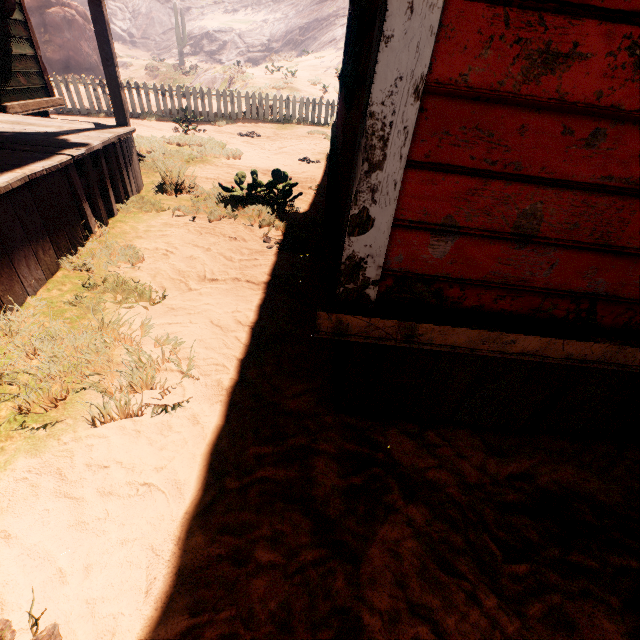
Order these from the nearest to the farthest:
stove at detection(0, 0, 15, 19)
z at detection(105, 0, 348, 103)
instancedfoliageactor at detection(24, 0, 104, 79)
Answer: stove at detection(0, 0, 15, 19), z at detection(105, 0, 348, 103), instancedfoliageactor at detection(24, 0, 104, 79)

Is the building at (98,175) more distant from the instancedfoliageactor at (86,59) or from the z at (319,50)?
the instancedfoliageactor at (86,59)

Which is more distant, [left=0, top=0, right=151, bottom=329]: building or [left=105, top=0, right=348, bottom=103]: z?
[left=105, top=0, right=348, bottom=103]: z

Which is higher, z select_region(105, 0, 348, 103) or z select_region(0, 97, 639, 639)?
z select_region(105, 0, 348, 103)

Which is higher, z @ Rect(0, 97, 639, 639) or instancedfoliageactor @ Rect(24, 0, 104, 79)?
instancedfoliageactor @ Rect(24, 0, 104, 79)

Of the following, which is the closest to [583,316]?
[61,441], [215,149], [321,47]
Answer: [61,441]

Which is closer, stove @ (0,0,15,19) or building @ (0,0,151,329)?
building @ (0,0,151,329)
